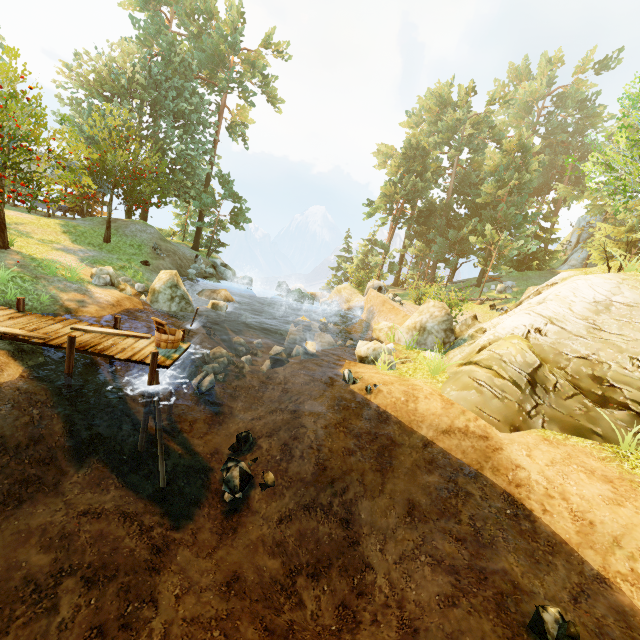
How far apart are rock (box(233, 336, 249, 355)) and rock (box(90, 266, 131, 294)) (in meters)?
4.76

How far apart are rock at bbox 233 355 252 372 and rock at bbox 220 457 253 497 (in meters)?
3.75

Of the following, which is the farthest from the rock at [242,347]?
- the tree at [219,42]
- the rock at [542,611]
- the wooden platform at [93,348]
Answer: the rock at [542,611]

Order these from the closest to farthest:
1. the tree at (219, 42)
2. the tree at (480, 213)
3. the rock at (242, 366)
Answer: the rock at (242, 366) < the tree at (219, 42) < the tree at (480, 213)

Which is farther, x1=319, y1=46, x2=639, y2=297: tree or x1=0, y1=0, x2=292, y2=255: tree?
x1=319, y1=46, x2=639, y2=297: tree

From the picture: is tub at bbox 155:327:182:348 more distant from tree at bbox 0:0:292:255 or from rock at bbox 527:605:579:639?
rock at bbox 527:605:579:639

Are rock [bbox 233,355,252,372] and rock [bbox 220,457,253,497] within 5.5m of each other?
yes

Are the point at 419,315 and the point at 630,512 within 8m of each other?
no
